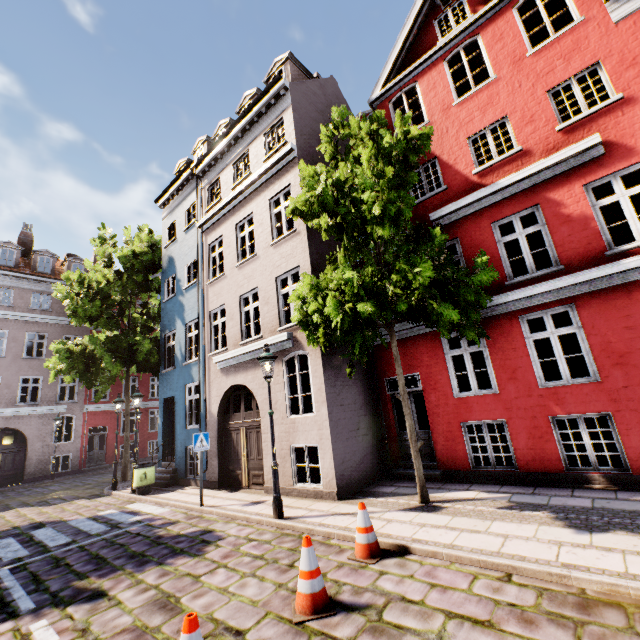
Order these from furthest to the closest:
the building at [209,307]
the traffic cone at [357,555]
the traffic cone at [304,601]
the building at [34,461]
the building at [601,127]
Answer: the building at [34,461] < the building at [209,307] < the building at [601,127] < the traffic cone at [357,555] < the traffic cone at [304,601]

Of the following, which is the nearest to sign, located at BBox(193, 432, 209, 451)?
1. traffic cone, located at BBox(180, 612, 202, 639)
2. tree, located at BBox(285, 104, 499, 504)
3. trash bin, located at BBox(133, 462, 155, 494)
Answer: trash bin, located at BBox(133, 462, 155, 494)

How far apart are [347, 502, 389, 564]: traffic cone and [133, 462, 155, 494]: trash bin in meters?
9.6

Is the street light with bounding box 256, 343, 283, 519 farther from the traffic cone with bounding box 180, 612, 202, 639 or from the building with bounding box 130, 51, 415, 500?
Answer: the traffic cone with bounding box 180, 612, 202, 639

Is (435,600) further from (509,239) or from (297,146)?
(297,146)

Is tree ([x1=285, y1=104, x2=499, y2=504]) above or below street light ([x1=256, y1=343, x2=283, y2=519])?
above

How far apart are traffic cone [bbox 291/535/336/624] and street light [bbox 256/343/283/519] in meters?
3.0 m

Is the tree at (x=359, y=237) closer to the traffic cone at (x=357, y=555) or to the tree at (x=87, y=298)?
the traffic cone at (x=357, y=555)
